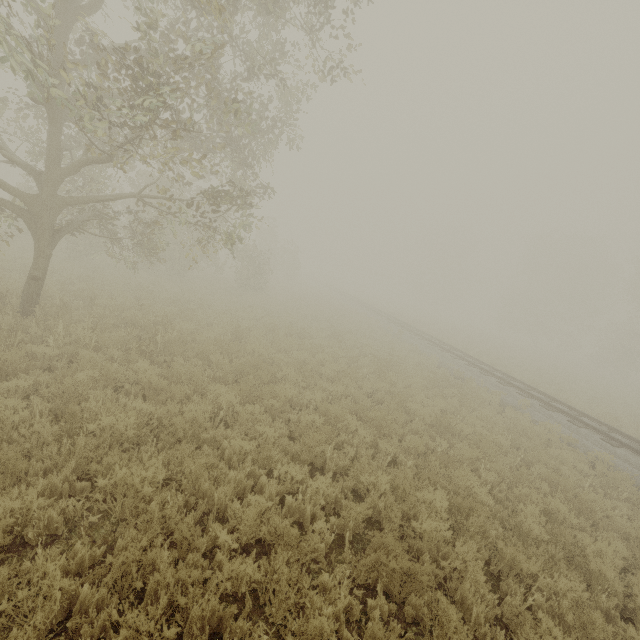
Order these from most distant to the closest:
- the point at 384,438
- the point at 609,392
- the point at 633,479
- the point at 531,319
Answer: the point at 531,319 → the point at 609,392 → the point at 633,479 → the point at 384,438

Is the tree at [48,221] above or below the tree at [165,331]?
above

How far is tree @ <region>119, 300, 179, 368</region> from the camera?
8.16m

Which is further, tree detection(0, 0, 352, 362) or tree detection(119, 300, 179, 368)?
tree detection(119, 300, 179, 368)

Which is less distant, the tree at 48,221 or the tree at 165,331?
the tree at 48,221

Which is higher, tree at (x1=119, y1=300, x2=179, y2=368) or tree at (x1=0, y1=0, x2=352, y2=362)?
tree at (x1=0, y1=0, x2=352, y2=362)
